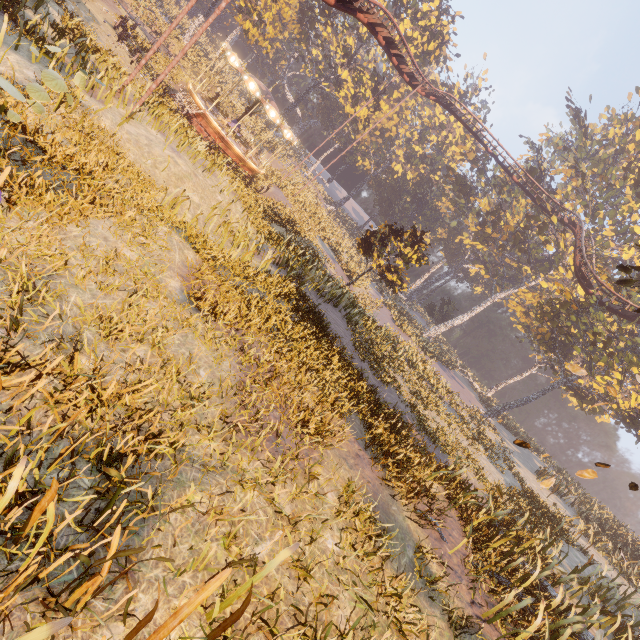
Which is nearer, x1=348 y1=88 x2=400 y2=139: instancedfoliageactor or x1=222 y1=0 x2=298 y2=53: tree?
x1=222 y1=0 x2=298 y2=53: tree

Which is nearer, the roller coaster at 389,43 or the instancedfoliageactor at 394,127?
the roller coaster at 389,43

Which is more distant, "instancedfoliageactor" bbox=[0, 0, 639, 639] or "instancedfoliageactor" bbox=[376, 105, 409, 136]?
"instancedfoliageactor" bbox=[376, 105, 409, 136]

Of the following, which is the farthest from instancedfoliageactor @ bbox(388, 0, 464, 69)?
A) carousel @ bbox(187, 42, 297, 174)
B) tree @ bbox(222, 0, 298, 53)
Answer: tree @ bbox(222, 0, 298, 53)

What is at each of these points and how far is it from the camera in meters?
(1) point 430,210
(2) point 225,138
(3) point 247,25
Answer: (1) instancedfoliageactor, 58.3 m
(2) carousel, 22.6 m
(3) tree, 35.9 m

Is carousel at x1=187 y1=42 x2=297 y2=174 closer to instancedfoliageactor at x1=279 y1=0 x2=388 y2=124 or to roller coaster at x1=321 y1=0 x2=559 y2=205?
instancedfoliageactor at x1=279 y1=0 x2=388 y2=124

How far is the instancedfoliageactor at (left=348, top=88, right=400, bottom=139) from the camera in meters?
45.8 m

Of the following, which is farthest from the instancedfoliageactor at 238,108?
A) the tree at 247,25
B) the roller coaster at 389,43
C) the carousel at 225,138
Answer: the tree at 247,25
